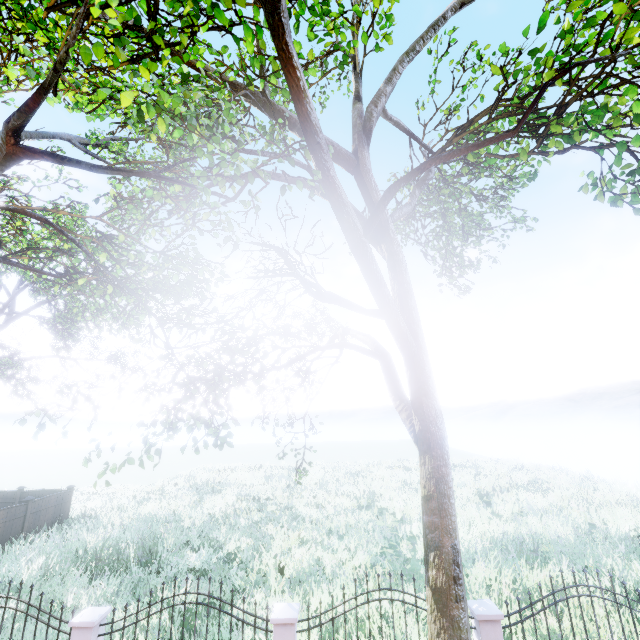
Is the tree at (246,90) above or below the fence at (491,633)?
above

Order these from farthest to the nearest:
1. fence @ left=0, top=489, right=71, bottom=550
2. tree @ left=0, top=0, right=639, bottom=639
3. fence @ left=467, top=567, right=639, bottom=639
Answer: fence @ left=0, top=489, right=71, bottom=550 < fence @ left=467, top=567, right=639, bottom=639 < tree @ left=0, top=0, right=639, bottom=639

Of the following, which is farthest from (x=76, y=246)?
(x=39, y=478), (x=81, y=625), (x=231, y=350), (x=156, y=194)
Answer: (x=39, y=478)

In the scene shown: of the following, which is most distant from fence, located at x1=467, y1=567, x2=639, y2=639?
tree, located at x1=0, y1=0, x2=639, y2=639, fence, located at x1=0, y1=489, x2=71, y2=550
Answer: tree, located at x1=0, y1=0, x2=639, y2=639

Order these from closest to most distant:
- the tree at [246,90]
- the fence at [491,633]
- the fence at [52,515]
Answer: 1. the tree at [246,90]
2. the fence at [491,633]
3. the fence at [52,515]
